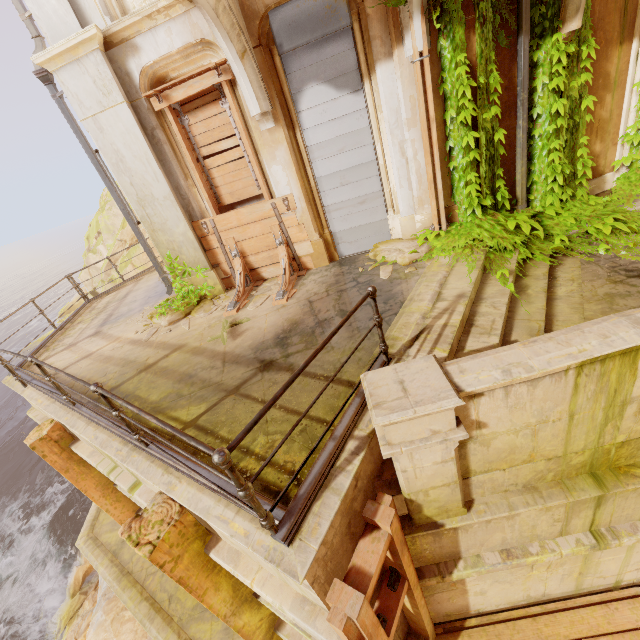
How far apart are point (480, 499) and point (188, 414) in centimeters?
334cm

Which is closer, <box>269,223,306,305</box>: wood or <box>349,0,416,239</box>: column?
<box>349,0,416,239</box>: column

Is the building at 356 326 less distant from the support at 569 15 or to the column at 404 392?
the column at 404 392

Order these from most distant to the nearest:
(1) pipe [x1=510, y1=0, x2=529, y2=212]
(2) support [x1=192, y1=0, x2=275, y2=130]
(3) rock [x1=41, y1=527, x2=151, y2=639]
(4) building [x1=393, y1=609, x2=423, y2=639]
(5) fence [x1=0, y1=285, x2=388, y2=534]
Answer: (3) rock [x1=41, y1=527, x2=151, y2=639]
(1) pipe [x1=510, y1=0, x2=529, y2=212]
(2) support [x1=192, y1=0, x2=275, y2=130]
(4) building [x1=393, y1=609, x2=423, y2=639]
(5) fence [x1=0, y1=285, x2=388, y2=534]

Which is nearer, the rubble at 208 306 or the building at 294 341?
the building at 294 341

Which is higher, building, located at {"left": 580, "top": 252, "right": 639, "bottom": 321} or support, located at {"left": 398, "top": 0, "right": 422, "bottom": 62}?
support, located at {"left": 398, "top": 0, "right": 422, "bottom": 62}

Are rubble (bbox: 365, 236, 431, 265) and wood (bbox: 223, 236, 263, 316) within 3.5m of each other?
yes

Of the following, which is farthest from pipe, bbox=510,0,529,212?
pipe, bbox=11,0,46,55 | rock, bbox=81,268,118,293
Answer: rock, bbox=81,268,118,293
